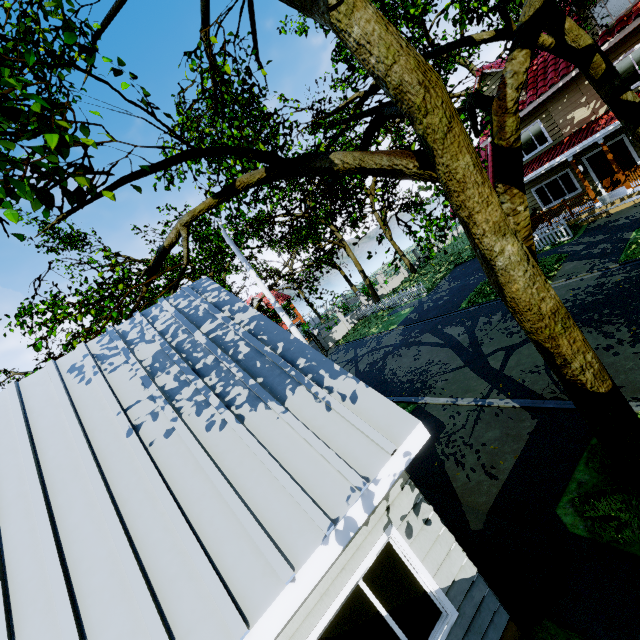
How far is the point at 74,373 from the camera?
4.80m

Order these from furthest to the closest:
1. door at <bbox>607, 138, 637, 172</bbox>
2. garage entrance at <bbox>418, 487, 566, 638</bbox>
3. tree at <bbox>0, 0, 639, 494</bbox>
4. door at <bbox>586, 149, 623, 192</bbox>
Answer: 1. door at <bbox>586, 149, 623, 192</bbox>
2. door at <bbox>607, 138, 637, 172</bbox>
3. garage entrance at <bbox>418, 487, 566, 638</bbox>
4. tree at <bbox>0, 0, 639, 494</bbox>

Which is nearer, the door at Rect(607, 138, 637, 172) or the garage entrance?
the garage entrance

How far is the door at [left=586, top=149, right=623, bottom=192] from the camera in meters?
15.6 m

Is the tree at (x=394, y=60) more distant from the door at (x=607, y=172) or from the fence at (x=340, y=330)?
the door at (x=607, y=172)

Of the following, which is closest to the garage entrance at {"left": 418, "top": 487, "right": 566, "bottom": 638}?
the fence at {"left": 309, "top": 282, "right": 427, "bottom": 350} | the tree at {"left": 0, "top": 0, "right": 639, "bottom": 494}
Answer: the tree at {"left": 0, "top": 0, "right": 639, "bottom": 494}

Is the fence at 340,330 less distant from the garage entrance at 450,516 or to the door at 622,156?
the door at 622,156
